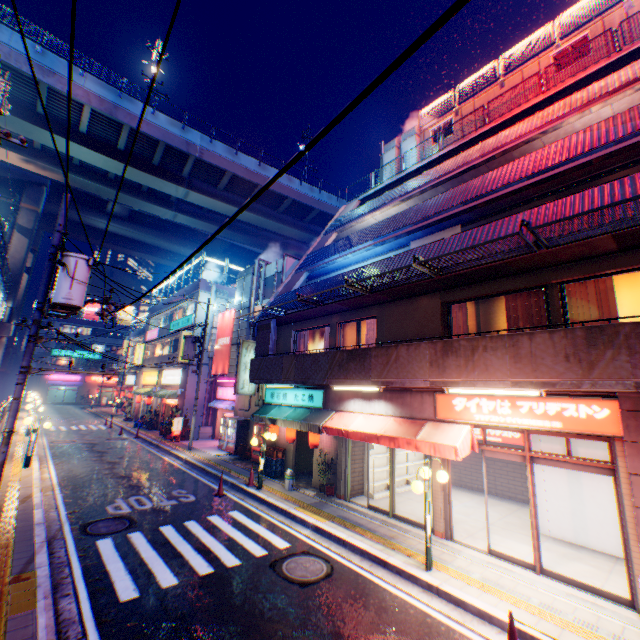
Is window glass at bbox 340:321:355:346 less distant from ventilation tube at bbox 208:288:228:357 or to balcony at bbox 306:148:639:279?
balcony at bbox 306:148:639:279

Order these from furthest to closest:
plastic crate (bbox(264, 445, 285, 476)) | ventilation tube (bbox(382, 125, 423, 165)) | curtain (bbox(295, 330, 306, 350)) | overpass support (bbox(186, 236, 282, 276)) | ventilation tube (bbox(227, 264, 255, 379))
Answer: overpass support (bbox(186, 236, 282, 276))
ventilation tube (bbox(227, 264, 255, 379))
ventilation tube (bbox(382, 125, 423, 165))
curtain (bbox(295, 330, 306, 350))
plastic crate (bbox(264, 445, 285, 476))

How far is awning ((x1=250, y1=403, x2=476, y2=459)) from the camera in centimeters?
848cm

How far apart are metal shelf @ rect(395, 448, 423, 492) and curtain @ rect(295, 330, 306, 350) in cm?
453

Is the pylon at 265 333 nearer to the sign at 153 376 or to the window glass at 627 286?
the window glass at 627 286

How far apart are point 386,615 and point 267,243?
40.8m

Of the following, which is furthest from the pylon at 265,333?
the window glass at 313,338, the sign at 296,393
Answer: the window glass at 313,338

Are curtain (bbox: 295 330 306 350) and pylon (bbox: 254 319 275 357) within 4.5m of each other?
yes
